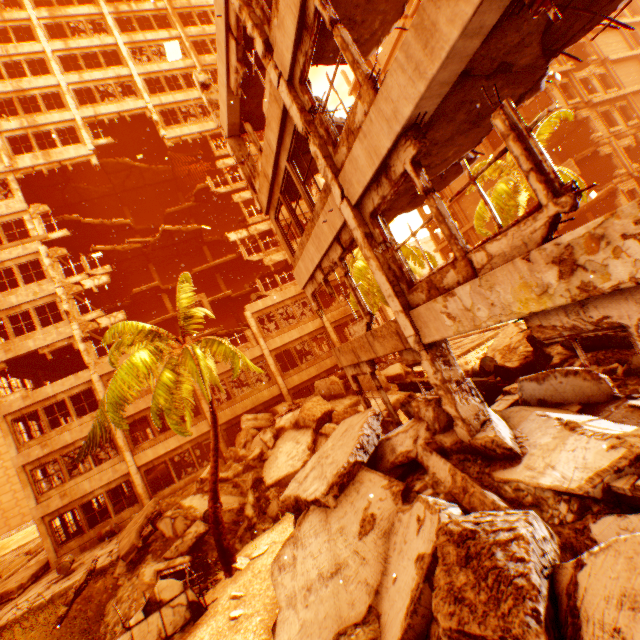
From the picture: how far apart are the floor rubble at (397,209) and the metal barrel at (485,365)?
5.14m

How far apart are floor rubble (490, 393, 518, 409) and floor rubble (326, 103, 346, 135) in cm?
854

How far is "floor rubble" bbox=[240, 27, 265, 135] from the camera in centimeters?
907cm

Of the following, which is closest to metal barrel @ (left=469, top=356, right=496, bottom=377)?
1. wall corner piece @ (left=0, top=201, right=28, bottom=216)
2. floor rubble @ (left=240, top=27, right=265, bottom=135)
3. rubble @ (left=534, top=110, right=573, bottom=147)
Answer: rubble @ (left=534, top=110, right=573, bottom=147)

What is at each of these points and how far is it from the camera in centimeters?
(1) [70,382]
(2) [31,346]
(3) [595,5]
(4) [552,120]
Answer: (1) wall corner piece, 1925cm
(2) wall corner piece, 1917cm
(3) floor rubble, 431cm
(4) rubble, 1802cm

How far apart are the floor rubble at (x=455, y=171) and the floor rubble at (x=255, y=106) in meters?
5.6

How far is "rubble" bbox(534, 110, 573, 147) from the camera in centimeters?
1728cm

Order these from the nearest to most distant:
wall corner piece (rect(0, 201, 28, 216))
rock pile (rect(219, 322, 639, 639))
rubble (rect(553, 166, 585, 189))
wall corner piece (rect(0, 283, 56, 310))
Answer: rock pile (rect(219, 322, 639, 639)), rubble (rect(553, 166, 585, 189)), wall corner piece (rect(0, 283, 56, 310)), wall corner piece (rect(0, 201, 28, 216))
